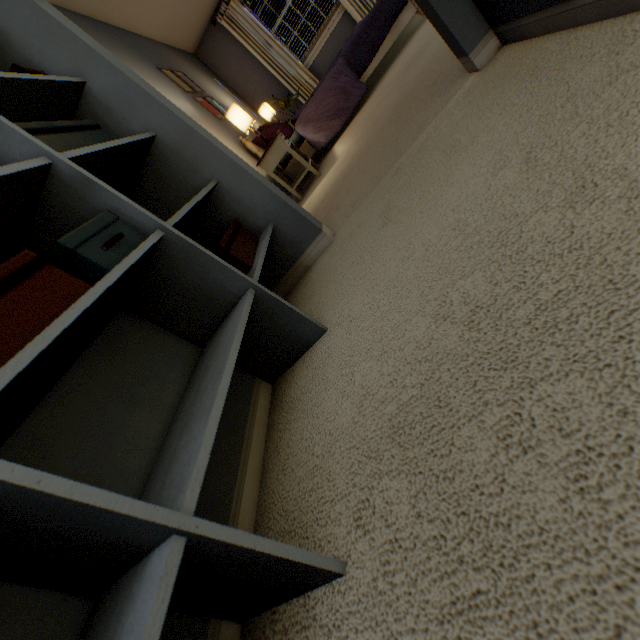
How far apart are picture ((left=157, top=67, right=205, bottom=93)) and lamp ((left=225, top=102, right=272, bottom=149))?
0.8m

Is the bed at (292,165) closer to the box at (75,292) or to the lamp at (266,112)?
the lamp at (266,112)

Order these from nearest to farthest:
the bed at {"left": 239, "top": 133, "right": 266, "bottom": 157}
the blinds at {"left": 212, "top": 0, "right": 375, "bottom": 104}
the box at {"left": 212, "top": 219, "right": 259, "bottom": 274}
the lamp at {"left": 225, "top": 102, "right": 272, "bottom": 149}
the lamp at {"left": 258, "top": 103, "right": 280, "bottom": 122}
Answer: the box at {"left": 212, "top": 219, "right": 259, "bottom": 274} < the lamp at {"left": 225, "top": 102, "right": 272, "bottom": 149} < the bed at {"left": 239, "top": 133, "right": 266, "bottom": 157} < the lamp at {"left": 258, "top": 103, "right": 280, "bottom": 122} < the blinds at {"left": 212, "top": 0, "right": 375, "bottom": 104}

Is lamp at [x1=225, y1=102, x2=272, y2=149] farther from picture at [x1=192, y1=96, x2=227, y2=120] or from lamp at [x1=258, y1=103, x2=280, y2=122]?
lamp at [x1=258, y1=103, x2=280, y2=122]

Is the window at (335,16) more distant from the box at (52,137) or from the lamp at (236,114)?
the box at (52,137)

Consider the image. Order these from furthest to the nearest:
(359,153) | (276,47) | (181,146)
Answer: (276,47) < (359,153) < (181,146)

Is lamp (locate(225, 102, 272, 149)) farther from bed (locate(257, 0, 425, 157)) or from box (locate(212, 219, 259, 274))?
box (locate(212, 219, 259, 274))
